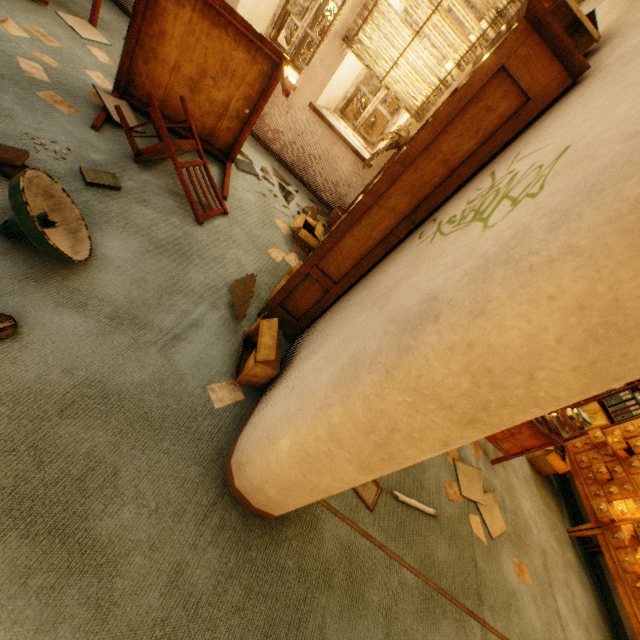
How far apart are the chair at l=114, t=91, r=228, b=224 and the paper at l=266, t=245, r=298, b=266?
0.51m

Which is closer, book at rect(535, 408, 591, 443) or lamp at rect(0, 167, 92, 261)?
lamp at rect(0, 167, 92, 261)

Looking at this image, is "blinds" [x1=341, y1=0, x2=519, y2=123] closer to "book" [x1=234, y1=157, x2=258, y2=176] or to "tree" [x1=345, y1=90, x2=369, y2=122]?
"book" [x1=234, y1=157, x2=258, y2=176]

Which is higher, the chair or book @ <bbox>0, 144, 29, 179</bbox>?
the chair

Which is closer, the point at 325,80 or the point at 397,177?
the point at 397,177

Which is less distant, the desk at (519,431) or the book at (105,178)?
the book at (105,178)

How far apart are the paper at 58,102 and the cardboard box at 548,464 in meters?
6.0

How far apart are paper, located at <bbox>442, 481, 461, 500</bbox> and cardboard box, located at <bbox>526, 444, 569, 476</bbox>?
1.97m
